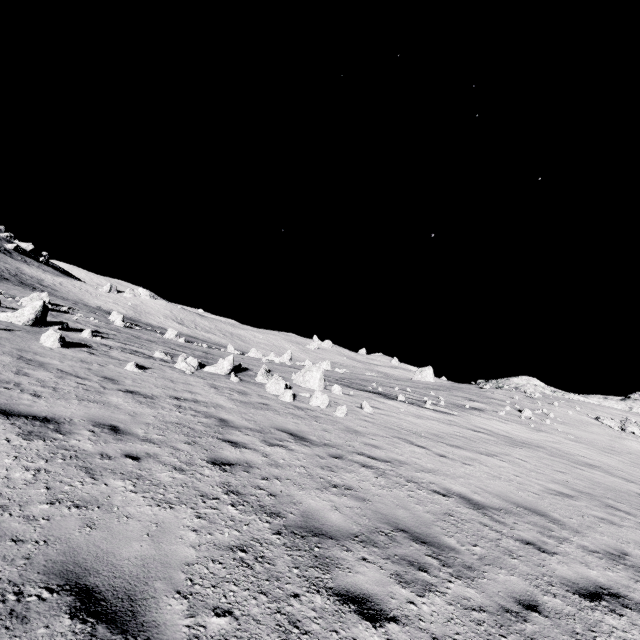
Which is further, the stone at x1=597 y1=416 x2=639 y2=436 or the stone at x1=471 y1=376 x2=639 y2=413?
the stone at x1=471 y1=376 x2=639 y2=413

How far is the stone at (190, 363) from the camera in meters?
13.5 m

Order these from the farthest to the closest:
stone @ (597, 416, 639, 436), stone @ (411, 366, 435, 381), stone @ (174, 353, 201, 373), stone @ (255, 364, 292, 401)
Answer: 1. stone @ (411, 366, 435, 381)
2. stone @ (597, 416, 639, 436)
3. stone @ (174, 353, 201, 373)
4. stone @ (255, 364, 292, 401)

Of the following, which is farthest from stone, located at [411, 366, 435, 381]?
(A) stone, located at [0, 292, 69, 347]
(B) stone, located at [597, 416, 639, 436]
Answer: (A) stone, located at [0, 292, 69, 347]

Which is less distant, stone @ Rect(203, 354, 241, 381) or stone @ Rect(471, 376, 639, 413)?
stone @ Rect(203, 354, 241, 381)

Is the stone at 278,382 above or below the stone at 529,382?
below

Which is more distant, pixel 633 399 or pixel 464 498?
pixel 633 399
